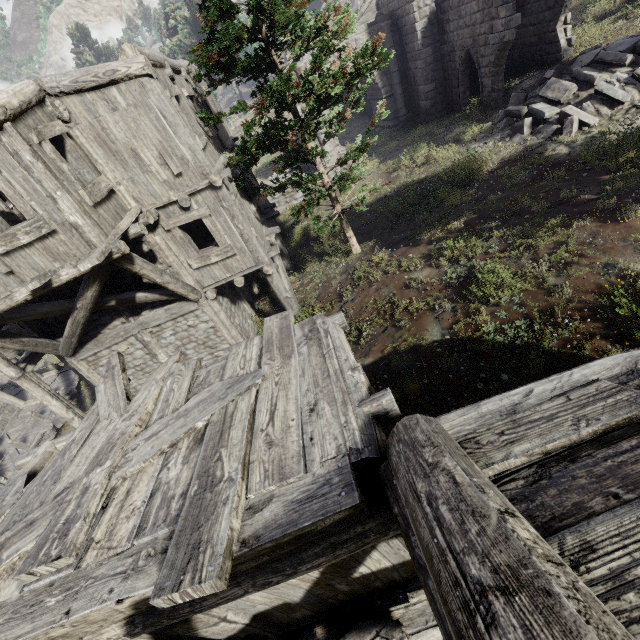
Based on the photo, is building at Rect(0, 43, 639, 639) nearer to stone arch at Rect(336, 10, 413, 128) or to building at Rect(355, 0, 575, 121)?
stone arch at Rect(336, 10, 413, 128)

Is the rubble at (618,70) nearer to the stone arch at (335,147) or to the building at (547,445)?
the stone arch at (335,147)

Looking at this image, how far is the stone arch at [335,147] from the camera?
21.4m

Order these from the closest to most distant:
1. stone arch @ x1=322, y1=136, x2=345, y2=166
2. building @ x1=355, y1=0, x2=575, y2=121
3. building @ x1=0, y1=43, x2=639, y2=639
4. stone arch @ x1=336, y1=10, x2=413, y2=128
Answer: building @ x1=0, y1=43, x2=639, y2=639
building @ x1=355, y1=0, x2=575, y2=121
stone arch @ x1=336, y1=10, x2=413, y2=128
stone arch @ x1=322, y1=136, x2=345, y2=166

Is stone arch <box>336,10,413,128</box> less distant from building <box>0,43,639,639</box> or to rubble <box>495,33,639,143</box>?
building <box>0,43,639,639</box>

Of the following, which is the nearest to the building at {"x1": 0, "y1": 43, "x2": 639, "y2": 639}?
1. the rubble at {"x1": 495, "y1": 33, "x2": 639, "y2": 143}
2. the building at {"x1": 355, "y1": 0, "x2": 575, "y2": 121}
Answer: the rubble at {"x1": 495, "y1": 33, "x2": 639, "y2": 143}

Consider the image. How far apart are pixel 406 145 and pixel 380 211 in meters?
7.3 m

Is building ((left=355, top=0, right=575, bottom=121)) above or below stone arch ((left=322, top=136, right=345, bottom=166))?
above
